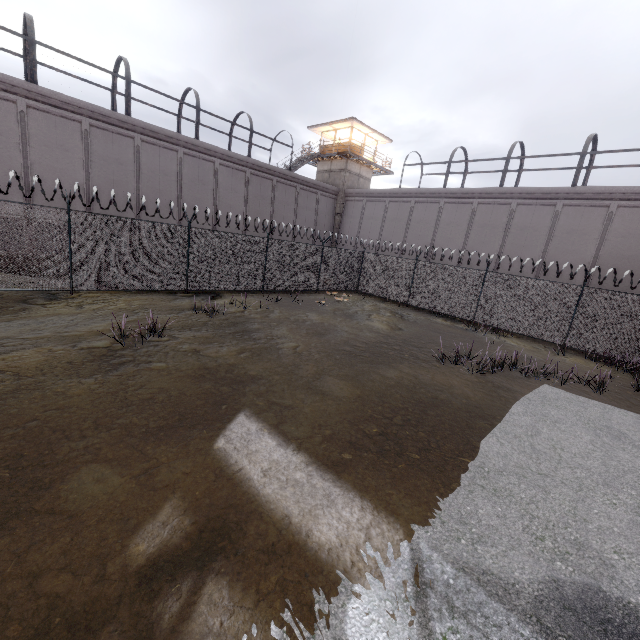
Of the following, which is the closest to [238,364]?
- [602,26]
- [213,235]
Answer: [213,235]

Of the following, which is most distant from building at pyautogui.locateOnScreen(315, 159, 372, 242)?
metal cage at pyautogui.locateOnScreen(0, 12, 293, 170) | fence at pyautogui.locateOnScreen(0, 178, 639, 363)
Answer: fence at pyautogui.locateOnScreen(0, 178, 639, 363)

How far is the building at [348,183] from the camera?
30.4m

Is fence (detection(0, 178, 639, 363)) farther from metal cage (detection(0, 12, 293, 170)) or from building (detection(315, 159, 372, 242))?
building (detection(315, 159, 372, 242))

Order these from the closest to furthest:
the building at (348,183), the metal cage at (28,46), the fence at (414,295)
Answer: the fence at (414,295)
the metal cage at (28,46)
the building at (348,183)

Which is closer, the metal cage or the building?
the metal cage

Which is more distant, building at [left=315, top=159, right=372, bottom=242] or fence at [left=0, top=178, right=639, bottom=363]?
building at [left=315, top=159, right=372, bottom=242]
